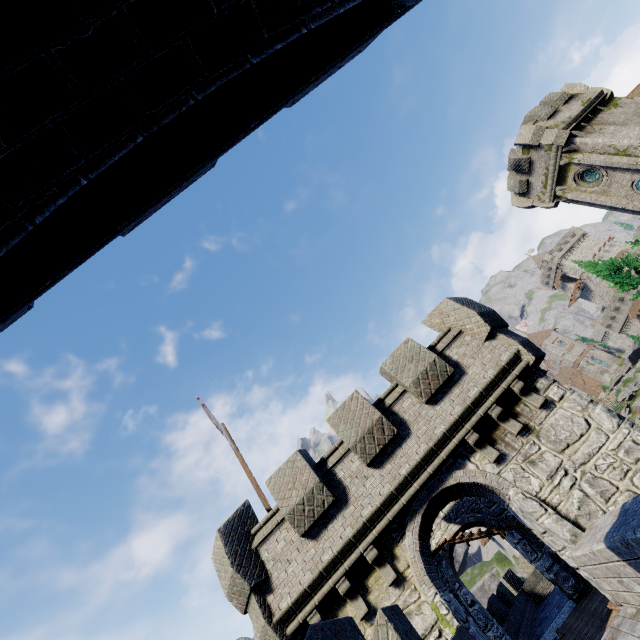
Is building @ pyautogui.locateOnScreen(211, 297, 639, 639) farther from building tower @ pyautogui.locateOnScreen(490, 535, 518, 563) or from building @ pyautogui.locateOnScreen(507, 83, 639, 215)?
building tower @ pyautogui.locateOnScreen(490, 535, 518, 563)

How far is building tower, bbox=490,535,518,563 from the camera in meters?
39.7

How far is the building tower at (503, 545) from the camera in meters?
39.7

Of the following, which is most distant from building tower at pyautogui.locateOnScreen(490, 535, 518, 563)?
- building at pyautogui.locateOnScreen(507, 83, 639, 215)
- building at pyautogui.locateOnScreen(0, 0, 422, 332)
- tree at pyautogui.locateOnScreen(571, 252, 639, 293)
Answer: building at pyautogui.locateOnScreen(0, 0, 422, 332)

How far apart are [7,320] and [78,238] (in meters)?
0.91

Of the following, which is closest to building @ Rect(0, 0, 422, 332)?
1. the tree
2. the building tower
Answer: the tree

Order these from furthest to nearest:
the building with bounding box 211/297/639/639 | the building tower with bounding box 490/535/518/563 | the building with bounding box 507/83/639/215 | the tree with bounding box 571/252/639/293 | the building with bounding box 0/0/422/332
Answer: the building tower with bounding box 490/535/518/563
the tree with bounding box 571/252/639/293
the building with bounding box 507/83/639/215
the building with bounding box 211/297/639/639
the building with bounding box 0/0/422/332

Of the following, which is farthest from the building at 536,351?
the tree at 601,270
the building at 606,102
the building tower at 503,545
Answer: the building tower at 503,545
